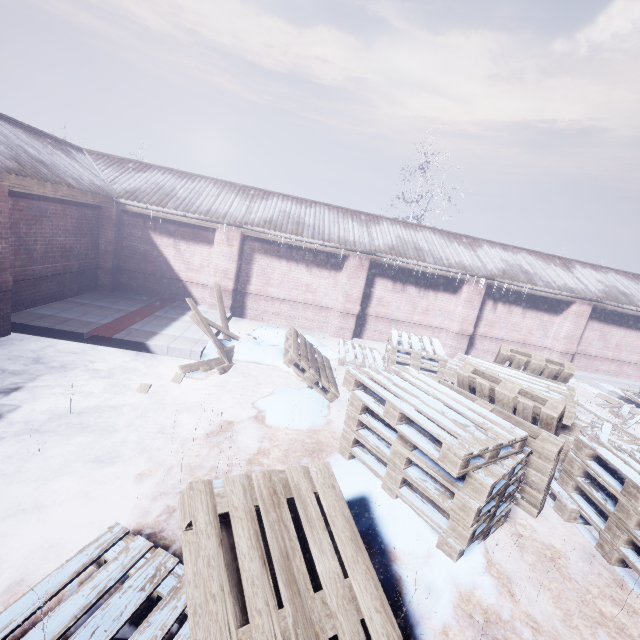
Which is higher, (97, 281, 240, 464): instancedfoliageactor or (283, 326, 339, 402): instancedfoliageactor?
(283, 326, 339, 402): instancedfoliageactor

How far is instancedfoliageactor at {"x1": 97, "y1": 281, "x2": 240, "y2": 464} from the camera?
3.6 meters

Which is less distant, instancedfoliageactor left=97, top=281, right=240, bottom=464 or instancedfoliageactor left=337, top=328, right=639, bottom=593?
instancedfoliageactor left=337, top=328, right=639, bottom=593

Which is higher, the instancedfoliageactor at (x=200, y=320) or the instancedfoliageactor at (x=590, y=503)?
the instancedfoliageactor at (x=590, y=503)

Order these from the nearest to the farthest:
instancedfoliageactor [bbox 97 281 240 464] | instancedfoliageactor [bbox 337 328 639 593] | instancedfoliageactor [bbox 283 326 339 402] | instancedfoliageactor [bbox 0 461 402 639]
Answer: instancedfoliageactor [bbox 0 461 402 639] < instancedfoliageactor [bbox 337 328 639 593] < instancedfoliageactor [bbox 97 281 240 464] < instancedfoliageactor [bbox 283 326 339 402]

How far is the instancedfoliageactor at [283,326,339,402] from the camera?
4.67m

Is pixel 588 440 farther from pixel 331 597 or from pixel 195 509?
pixel 195 509

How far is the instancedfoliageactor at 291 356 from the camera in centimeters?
467cm
